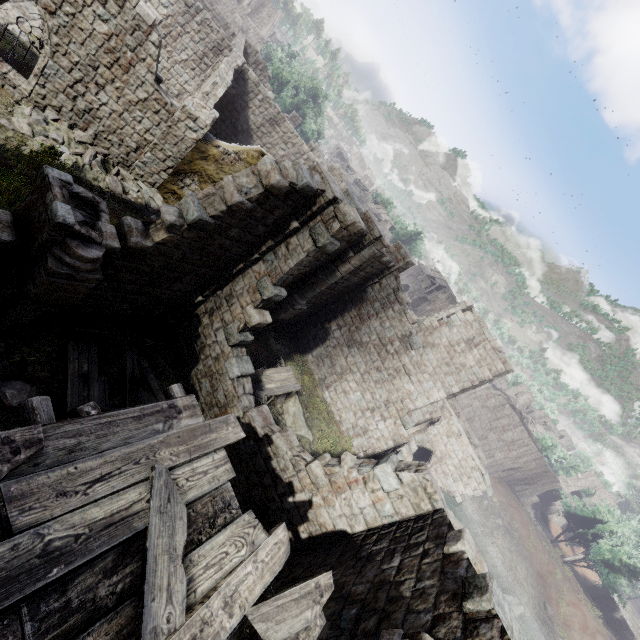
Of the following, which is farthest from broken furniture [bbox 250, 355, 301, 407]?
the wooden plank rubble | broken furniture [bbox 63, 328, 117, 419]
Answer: the wooden plank rubble

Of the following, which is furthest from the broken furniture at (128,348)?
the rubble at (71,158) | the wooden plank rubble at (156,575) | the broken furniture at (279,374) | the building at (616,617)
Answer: the building at (616,617)

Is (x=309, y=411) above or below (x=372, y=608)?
below

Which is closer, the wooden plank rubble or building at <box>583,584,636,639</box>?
the wooden plank rubble

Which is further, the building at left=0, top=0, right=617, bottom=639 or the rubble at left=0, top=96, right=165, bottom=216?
the rubble at left=0, top=96, right=165, bottom=216

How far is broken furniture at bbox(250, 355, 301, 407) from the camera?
14.07m

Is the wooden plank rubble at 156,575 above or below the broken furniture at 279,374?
above

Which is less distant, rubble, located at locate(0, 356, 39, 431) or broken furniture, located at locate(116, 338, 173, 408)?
rubble, located at locate(0, 356, 39, 431)
